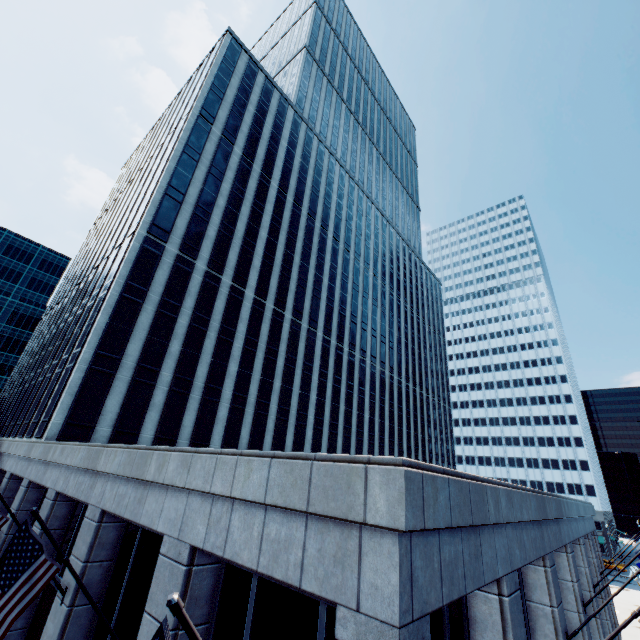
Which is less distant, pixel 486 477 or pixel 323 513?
pixel 323 513

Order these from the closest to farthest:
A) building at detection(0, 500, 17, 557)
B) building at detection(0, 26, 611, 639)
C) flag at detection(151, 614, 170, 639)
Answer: flag at detection(151, 614, 170, 639), building at detection(0, 26, 611, 639), building at detection(0, 500, 17, 557)

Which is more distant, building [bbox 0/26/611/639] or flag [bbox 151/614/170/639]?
building [bbox 0/26/611/639]

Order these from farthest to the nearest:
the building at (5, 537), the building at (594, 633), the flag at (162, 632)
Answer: the building at (5, 537)
the building at (594, 633)
the flag at (162, 632)

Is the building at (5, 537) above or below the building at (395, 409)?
below
